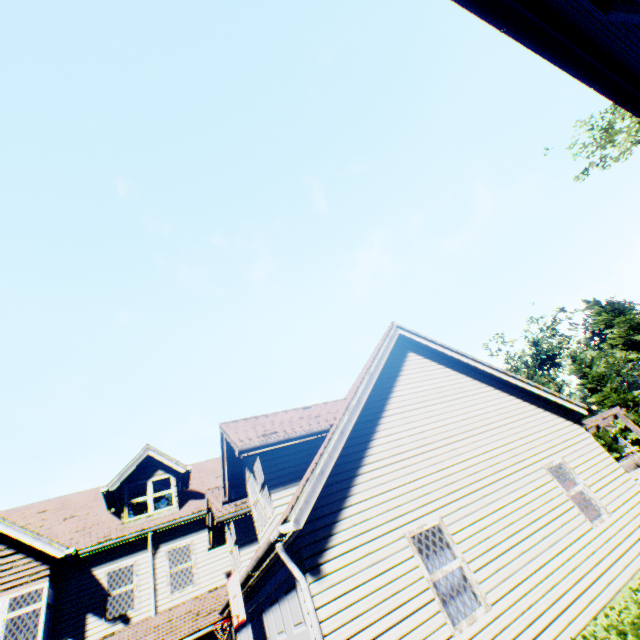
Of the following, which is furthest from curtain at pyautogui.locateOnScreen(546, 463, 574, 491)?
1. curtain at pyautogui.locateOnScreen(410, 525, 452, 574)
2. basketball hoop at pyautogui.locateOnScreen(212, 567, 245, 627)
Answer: basketball hoop at pyautogui.locateOnScreen(212, 567, 245, 627)

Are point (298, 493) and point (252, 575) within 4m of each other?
yes

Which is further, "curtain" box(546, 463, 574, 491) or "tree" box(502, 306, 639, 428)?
"tree" box(502, 306, 639, 428)

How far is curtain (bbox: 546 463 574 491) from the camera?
8.9 meters

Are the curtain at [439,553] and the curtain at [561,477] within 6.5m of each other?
yes

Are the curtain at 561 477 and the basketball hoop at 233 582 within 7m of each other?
no

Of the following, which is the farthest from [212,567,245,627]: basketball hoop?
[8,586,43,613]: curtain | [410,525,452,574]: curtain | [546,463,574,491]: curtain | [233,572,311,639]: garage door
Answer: [546,463,574,491]: curtain

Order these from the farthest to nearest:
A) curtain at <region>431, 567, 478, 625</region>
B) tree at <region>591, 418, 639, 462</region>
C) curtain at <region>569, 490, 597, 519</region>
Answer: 1. tree at <region>591, 418, 639, 462</region>
2. curtain at <region>569, 490, 597, 519</region>
3. curtain at <region>431, 567, 478, 625</region>
